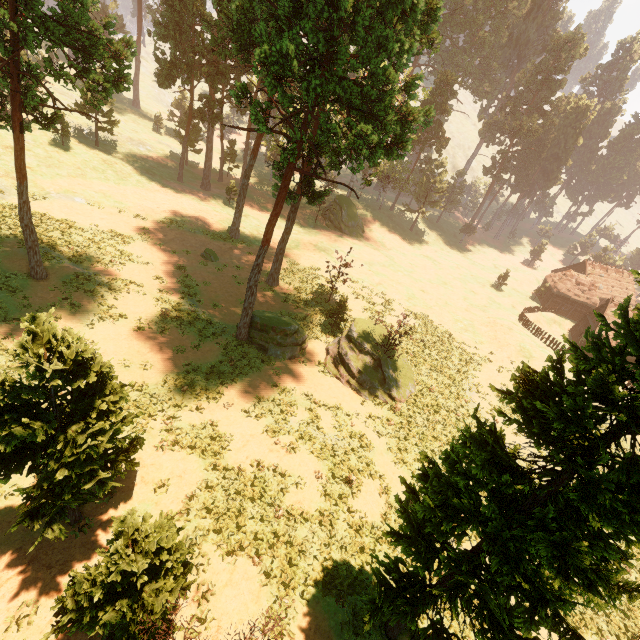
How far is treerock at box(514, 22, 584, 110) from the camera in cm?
5400

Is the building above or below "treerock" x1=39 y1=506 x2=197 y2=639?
below

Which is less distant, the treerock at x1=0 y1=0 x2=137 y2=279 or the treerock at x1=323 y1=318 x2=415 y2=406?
the treerock at x1=0 y1=0 x2=137 y2=279

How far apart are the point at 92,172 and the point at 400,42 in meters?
36.5 m

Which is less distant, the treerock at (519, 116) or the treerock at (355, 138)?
the treerock at (355, 138)

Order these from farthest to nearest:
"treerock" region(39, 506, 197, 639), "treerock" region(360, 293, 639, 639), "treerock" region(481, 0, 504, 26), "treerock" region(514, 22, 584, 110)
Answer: "treerock" region(481, 0, 504, 26) → "treerock" region(514, 22, 584, 110) → "treerock" region(39, 506, 197, 639) → "treerock" region(360, 293, 639, 639)

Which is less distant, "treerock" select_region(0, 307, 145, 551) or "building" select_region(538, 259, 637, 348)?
"treerock" select_region(0, 307, 145, 551)
